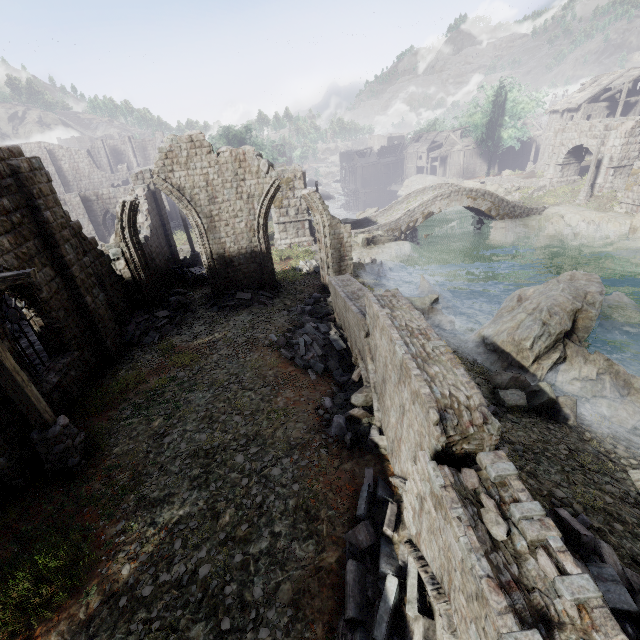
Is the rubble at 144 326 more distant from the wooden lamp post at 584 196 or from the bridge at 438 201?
the wooden lamp post at 584 196

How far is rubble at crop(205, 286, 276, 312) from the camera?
15.81m

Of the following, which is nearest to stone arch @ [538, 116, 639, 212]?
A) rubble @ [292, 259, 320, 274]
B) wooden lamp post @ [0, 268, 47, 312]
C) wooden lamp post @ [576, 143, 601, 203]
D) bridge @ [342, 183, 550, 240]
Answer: wooden lamp post @ [576, 143, 601, 203]

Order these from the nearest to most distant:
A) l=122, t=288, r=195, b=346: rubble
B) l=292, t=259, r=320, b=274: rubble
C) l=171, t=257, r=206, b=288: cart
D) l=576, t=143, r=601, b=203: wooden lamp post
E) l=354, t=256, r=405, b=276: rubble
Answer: l=122, t=288, r=195, b=346: rubble → l=171, t=257, r=206, b=288: cart → l=292, t=259, r=320, b=274: rubble → l=354, t=256, r=405, b=276: rubble → l=576, t=143, r=601, b=203: wooden lamp post

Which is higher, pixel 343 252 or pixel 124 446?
pixel 343 252

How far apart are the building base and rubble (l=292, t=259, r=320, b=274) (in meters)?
0.01

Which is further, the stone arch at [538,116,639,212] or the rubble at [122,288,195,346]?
the stone arch at [538,116,639,212]

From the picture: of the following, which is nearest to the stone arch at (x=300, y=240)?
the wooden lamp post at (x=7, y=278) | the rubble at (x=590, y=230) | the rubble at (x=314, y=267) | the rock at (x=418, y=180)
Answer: the rubble at (x=314, y=267)
